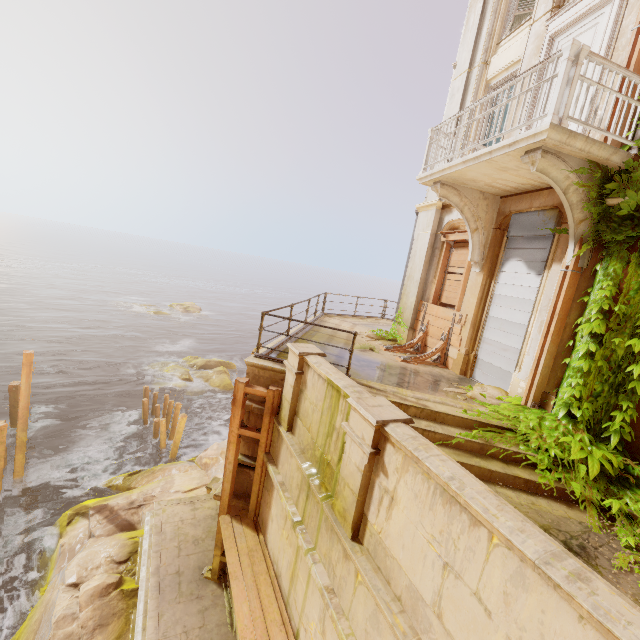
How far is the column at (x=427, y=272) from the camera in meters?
9.9

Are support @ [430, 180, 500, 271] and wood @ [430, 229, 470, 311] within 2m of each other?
yes

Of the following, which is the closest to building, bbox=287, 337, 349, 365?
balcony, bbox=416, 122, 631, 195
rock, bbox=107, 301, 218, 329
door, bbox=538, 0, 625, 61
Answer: balcony, bbox=416, 122, 631, 195

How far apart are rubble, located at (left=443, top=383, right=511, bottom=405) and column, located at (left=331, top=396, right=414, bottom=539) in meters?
3.3

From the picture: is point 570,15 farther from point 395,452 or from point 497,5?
point 395,452

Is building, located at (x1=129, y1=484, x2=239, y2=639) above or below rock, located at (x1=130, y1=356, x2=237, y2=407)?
above

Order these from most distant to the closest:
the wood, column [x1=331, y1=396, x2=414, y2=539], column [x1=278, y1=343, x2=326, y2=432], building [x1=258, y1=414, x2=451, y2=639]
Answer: the wood, column [x1=278, y1=343, x2=326, y2=432], column [x1=331, y1=396, x2=414, y2=539], building [x1=258, y1=414, x2=451, y2=639]

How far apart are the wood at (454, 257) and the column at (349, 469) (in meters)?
5.77
